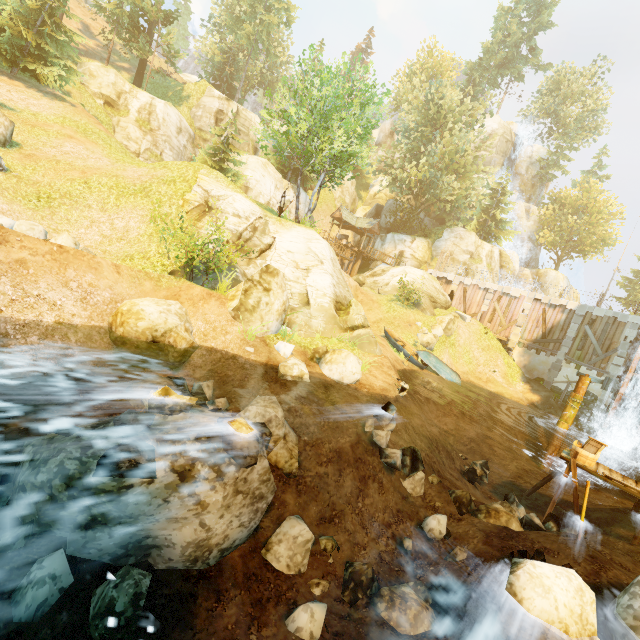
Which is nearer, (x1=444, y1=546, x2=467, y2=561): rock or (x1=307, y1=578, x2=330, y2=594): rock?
(x1=307, y1=578, x2=330, y2=594): rock

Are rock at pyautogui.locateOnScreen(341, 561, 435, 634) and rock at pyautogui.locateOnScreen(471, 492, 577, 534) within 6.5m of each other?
yes

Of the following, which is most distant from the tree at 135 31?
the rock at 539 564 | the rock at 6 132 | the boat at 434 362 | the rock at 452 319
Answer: the rock at 452 319

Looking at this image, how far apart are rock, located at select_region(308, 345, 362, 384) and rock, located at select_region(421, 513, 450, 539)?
4.67m

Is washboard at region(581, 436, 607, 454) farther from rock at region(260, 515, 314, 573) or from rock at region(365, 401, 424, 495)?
rock at region(260, 515, 314, 573)

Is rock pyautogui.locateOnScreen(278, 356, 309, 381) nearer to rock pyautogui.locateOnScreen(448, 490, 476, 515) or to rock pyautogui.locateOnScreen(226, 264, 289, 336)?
rock pyautogui.locateOnScreen(226, 264, 289, 336)

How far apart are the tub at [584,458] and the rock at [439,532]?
5.2m

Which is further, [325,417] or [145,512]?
[325,417]
